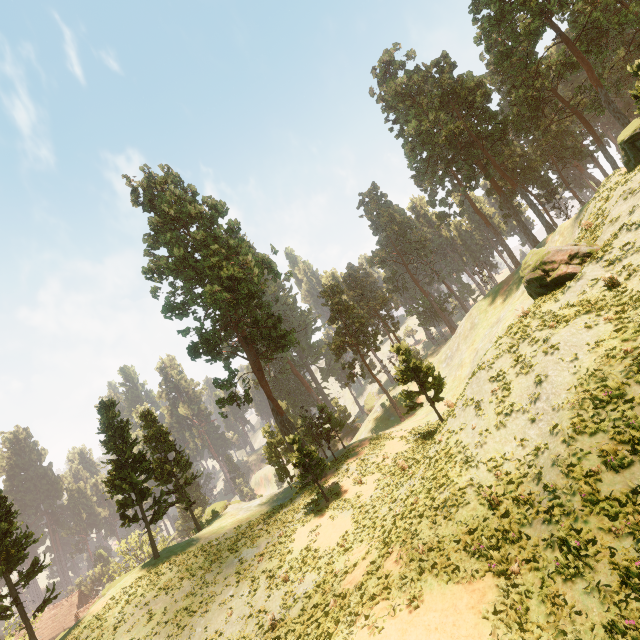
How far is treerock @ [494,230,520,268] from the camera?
59.0m

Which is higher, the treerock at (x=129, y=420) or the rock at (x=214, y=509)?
the treerock at (x=129, y=420)

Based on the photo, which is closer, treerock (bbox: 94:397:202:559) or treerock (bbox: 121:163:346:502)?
treerock (bbox: 94:397:202:559)

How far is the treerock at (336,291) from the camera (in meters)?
28.55

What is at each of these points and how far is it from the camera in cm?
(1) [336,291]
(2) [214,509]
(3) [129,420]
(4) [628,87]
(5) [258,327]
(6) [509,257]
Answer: (1) treerock, 5203
(2) rock, 4472
(3) treerock, 3422
(4) treerock, 4731
(5) treerock, 3666
(6) treerock, 5956

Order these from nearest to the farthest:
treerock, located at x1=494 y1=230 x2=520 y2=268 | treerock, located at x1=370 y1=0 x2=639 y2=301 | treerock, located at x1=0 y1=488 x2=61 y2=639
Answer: treerock, located at x1=370 y1=0 x2=639 y2=301 → treerock, located at x1=0 y1=488 x2=61 y2=639 → treerock, located at x1=494 y1=230 x2=520 y2=268
